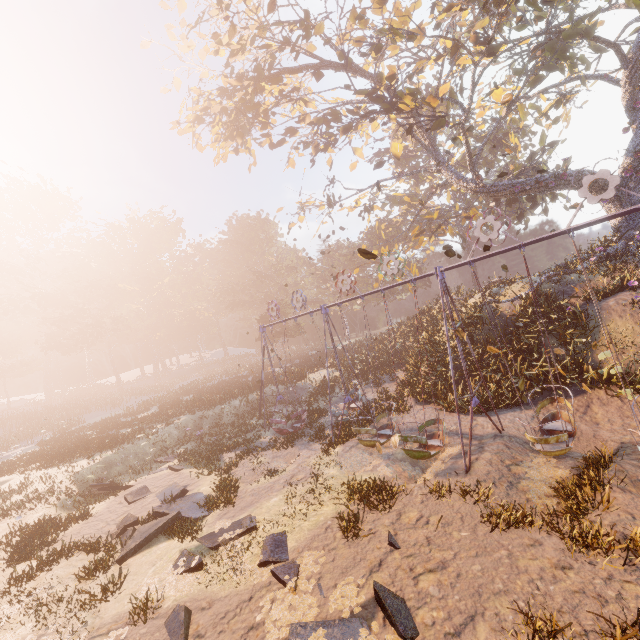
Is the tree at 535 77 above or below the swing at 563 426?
above

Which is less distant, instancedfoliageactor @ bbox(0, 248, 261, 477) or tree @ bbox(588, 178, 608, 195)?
tree @ bbox(588, 178, 608, 195)

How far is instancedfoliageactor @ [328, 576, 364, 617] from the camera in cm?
611

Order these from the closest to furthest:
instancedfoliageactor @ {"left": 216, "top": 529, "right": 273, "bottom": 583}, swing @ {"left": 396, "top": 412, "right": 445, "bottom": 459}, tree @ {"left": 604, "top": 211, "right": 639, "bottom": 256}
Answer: instancedfoliageactor @ {"left": 216, "top": 529, "right": 273, "bottom": 583} < swing @ {"left": 396, "top": 412, "right": 445, "bottom": 459} < tree @ {"left": 604, "top": 211, "right": 639, "bottom": 256}

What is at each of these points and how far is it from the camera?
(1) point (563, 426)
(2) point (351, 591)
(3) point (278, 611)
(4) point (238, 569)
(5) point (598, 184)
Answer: (1) swing, 10.1m
(2) instancedfoliageactor, 6.4m
(3) instancedfoliageactor, 6.4m
(4) instancedfoliageactor, 7.9m
(5) tree, 18.1m

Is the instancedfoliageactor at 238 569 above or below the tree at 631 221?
below

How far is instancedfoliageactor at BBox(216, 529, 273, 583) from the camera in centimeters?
753cm

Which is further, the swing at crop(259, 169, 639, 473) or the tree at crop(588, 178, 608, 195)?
the tree at crop(588, 178, 608, 195)
